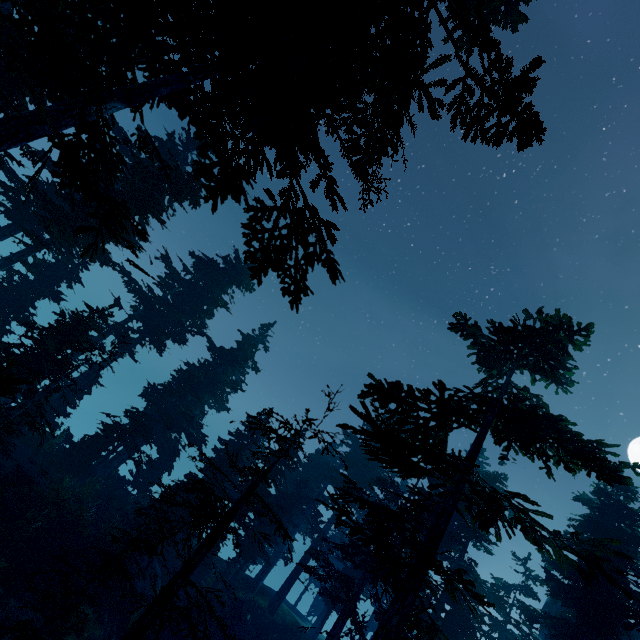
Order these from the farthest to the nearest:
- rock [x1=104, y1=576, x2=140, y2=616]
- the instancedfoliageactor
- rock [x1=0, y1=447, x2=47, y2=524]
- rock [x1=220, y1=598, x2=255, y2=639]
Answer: rock [x1=220, y1=598, x2=255, y2=639], rock [x1=104, y1=576, x2=140, y2=616], rock [x1=0, y1=447, x2=47, y2=524], the instancedfoliageactor

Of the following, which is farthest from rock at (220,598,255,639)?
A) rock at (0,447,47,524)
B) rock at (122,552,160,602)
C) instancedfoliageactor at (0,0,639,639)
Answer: rock at (0,447,47,524)

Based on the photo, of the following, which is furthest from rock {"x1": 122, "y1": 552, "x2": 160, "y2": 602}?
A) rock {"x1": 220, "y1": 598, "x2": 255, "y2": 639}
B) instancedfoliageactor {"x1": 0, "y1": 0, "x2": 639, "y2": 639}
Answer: rock {"x1": 220, "y1": 598, "x2": 255, "y2": 639}

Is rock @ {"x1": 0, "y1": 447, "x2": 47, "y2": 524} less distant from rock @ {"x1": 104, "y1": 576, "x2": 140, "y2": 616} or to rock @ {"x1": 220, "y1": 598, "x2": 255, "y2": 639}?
rock @ {"x1": 104, "y1": 576, "x2": 140, "y2": 616}

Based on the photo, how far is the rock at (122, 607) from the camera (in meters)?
15.56

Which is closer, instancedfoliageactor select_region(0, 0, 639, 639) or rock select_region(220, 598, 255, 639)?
instancedfoliageactor select_region(0, 0, 639, 639)

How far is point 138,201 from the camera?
15.70m

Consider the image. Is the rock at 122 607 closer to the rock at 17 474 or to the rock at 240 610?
the rock at 17 474
